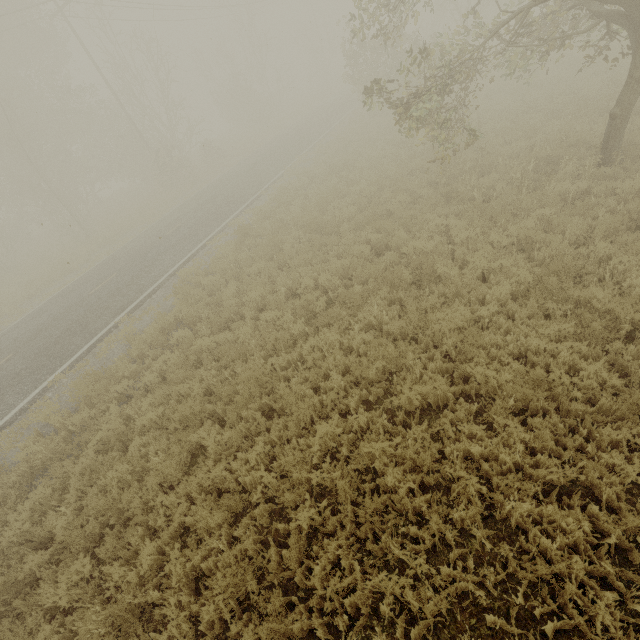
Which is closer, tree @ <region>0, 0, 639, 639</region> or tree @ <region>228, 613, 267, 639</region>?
tree @ <region>228, 613, 267, 639</region>

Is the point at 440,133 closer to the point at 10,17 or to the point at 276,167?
the point at 276,167

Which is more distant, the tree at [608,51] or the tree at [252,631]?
the tree at [608,51]
